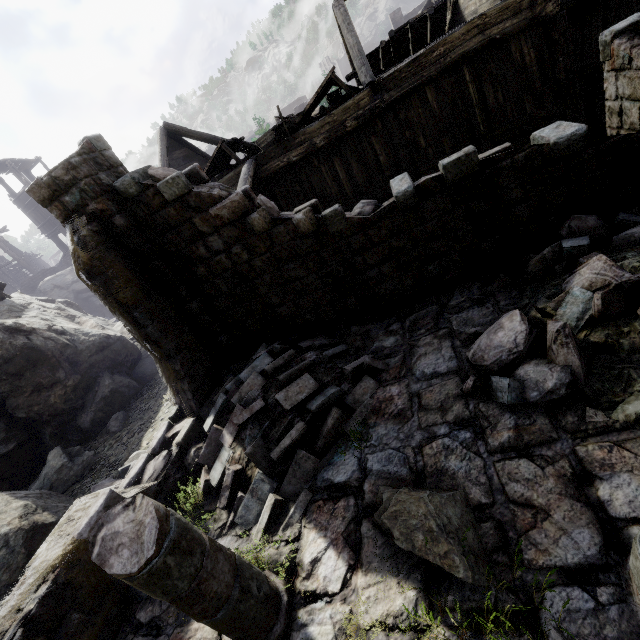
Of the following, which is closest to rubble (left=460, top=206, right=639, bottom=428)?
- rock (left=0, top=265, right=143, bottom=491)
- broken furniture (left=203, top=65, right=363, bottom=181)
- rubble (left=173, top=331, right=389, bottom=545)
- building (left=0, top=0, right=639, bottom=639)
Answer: building (left=0, top=0, right=639, bottom=639)

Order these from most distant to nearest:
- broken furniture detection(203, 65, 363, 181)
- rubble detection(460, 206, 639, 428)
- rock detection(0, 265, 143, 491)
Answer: broken furniture detection(203, 65, 363, 181), rock detection(0, 265, 143, 491), rubble detection(460, 206, 639, 428)

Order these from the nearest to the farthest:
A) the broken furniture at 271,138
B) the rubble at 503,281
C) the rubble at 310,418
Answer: the rubble at 310,418, the rubble at 503,281, the broken furniture at 271,138

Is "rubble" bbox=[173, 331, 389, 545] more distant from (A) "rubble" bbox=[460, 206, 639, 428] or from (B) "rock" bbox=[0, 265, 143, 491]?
(B) "rock" bbox=[0, 265, 143, 491]

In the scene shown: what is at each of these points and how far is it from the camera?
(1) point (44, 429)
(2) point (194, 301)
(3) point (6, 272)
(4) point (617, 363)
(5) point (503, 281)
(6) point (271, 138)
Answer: (1) rock, 9.9m
(2) building, 7.2m
(3) building, 31.4m
(4) rubble, 3.6m
(5) rubble, 5.8m
(6) broken furniture, 11.7m

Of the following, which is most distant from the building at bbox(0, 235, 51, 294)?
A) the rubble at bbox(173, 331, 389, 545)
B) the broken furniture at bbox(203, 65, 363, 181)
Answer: the broken furniture at bbox(203, 65, 363, 181)

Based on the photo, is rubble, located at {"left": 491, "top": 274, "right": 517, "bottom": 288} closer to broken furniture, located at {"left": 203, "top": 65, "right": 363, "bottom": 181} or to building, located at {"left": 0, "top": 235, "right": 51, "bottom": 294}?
building, located at {"left": 0, "top": 235, "right": 51, "bottom": 294}

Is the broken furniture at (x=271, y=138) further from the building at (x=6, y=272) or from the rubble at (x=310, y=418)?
the rubble at (x=310, y=418)
